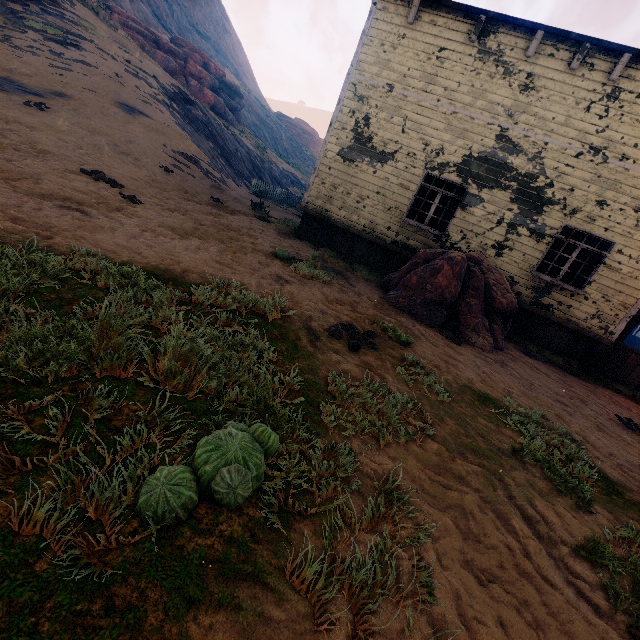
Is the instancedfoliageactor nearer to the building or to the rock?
the building

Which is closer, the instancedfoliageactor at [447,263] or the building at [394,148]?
the instancedfoliageactor at [447,263]

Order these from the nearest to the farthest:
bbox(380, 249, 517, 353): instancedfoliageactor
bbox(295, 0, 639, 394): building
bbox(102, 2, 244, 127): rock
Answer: bbox(380, 249, 517, 353): instancedfoliageactor < bbox(295, 0, 639, 394): building < bbox(102, 2, 244, 127): rock

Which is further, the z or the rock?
the rock

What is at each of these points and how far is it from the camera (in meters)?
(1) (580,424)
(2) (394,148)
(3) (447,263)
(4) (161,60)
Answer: (1) z, 4.81
(2) building, 9.63
(3) instancedfoliageactor, 6.88
(4) rock, 25.19

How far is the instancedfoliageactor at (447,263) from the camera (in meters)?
6.79

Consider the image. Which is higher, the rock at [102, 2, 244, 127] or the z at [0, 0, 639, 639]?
the rock at [102, 2, 244, 127]

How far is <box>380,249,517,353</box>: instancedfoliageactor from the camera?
6.8 meters
